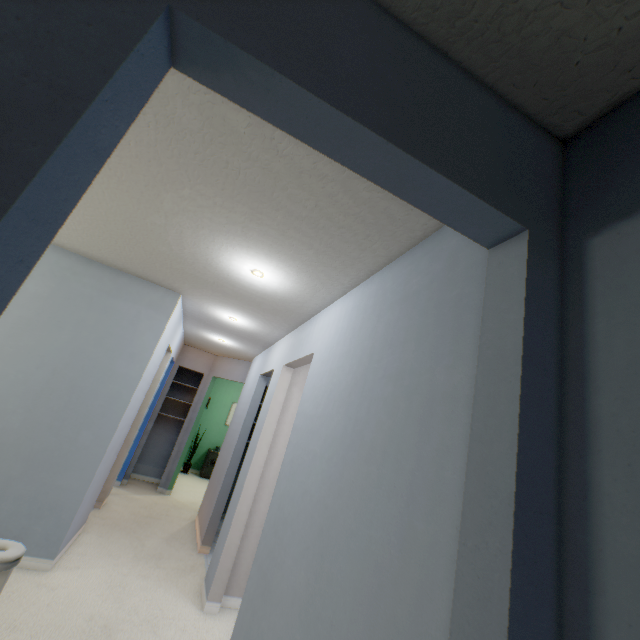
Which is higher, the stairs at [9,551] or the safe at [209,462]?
the stairs at [9,551]

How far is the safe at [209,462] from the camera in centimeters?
765cm

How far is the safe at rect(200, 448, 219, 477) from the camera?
7.6m

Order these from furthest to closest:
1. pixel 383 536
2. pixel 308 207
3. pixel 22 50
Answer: pixel 308 207 < pixel 383 536 < pixel 22 50

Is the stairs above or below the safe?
above

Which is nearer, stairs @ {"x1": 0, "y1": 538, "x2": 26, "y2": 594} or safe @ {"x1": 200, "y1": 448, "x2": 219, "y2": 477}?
stairs @ {"x1": 0, "y1": 538, "x2": 26, "y2": 594}
